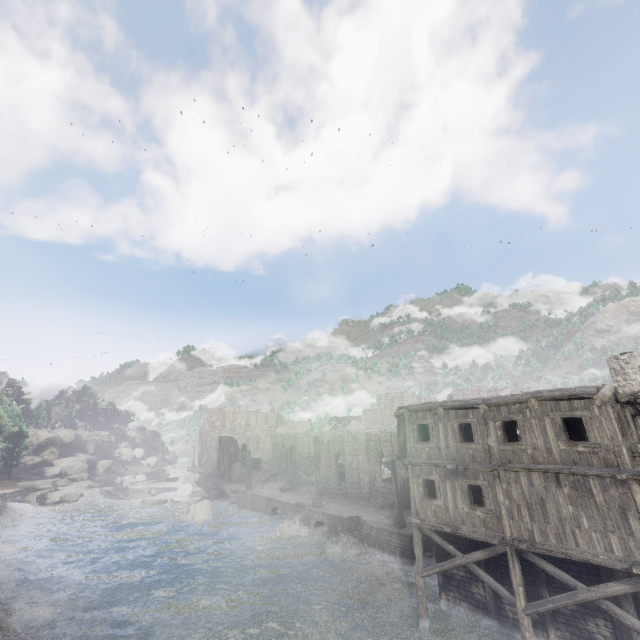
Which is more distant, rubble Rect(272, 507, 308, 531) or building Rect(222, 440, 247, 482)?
building Rect(222, 440, 247, 482)

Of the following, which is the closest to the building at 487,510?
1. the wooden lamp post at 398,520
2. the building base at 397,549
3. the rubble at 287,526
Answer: the building base at 397,549

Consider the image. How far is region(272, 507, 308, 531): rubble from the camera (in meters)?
30.38

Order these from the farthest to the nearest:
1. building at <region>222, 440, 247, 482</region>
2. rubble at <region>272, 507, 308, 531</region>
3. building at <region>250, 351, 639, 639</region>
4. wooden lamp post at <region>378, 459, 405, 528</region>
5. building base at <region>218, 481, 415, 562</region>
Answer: building at <region>222, 440, 247, 482</region>
rubble at <region>272, 507, 308, 531</region>
wooden lamp post at <region>378, 459, 405, 528</region>
building base at <region>218, 481, 415, 562</region>
building at <region>250, 351, 639, 639</region>

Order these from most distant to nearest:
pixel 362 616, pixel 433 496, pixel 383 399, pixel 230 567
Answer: pixel 383 399
pixel 230 567
pixel 433 496
pixel 362 616

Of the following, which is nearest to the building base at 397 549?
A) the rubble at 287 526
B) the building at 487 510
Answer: the rubble at 287 526

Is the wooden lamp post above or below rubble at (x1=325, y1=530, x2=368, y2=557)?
above

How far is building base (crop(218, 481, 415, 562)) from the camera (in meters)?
23.34
